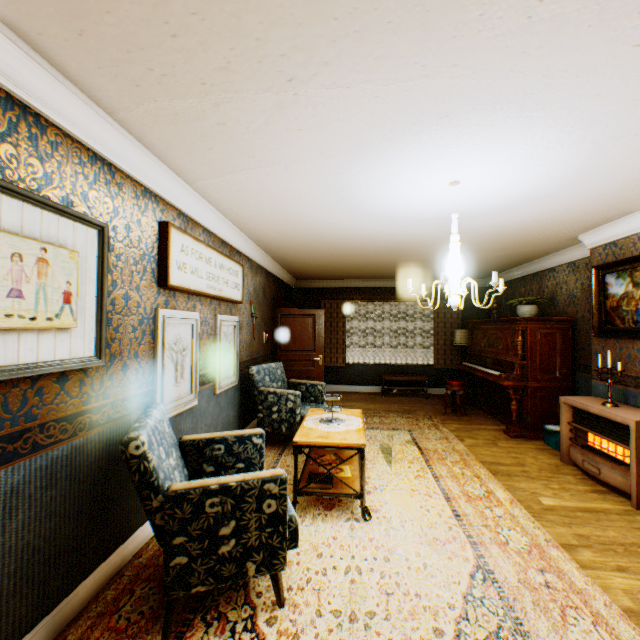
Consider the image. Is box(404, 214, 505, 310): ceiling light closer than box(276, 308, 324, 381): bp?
Yes

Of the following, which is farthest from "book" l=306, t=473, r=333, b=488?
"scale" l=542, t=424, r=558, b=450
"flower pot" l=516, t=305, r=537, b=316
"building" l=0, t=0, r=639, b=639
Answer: "flower pot" l=516, t=305, r=537, b=316

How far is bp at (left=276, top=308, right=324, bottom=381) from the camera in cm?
726

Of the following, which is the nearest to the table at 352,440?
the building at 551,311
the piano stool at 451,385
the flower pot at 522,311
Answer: the building at 551,311

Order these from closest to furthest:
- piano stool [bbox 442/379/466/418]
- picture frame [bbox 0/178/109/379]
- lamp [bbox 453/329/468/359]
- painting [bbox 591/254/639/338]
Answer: picture frame [bbox 0/178/109/379] → painting [bbox 591/254/639/338] → piano stool [bbox 442/379/466/418] → lamp [bbox 453/329/468/359]

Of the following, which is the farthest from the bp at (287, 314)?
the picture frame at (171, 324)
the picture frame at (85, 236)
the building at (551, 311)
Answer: the picture frame at (85, 236)

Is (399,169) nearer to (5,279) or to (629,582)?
(5,279)

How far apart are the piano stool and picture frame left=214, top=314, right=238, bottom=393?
4.4 meters
